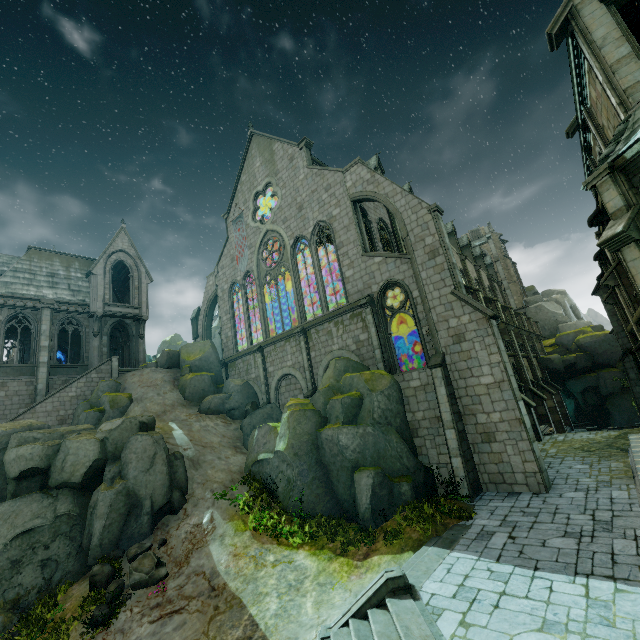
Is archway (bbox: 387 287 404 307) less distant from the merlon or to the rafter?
the merlon

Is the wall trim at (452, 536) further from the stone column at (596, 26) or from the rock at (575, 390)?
the rock at (575, 390)

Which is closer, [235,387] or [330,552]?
[330,552]

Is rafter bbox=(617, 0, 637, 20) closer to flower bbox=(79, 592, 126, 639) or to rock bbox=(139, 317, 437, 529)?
rock bbox=(139, 317, 437, 529)

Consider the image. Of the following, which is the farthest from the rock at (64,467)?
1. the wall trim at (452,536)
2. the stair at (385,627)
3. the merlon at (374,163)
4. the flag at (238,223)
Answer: the merlon at (374,163)

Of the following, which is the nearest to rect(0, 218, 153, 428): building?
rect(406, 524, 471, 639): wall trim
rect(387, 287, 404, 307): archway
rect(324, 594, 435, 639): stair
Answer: rect(387, 287, 404, 307): archway

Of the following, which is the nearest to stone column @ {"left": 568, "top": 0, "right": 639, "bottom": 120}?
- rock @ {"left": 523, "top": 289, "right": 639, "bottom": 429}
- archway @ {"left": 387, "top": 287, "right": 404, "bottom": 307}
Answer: archway @ {"left": 387, "top": 287, "right": 404, "bottom": 307}

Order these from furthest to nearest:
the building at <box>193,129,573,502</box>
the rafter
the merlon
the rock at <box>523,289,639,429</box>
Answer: the rock at <box>523,289,639,429</box> → the merlon → the building at <box>193,129,573,502</box> → the rafter
